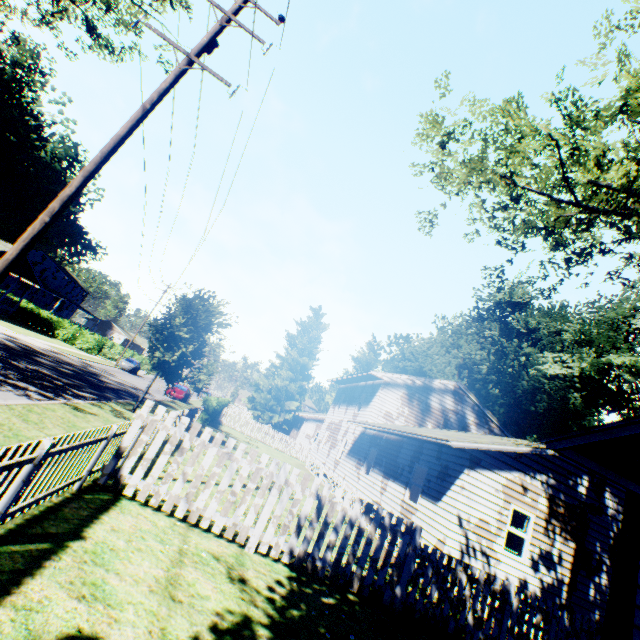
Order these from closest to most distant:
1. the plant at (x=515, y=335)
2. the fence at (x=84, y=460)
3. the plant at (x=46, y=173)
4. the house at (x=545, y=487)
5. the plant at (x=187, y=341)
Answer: the fence at (x=84, y=460)
the house at (x=545, y=487)
the plant at (x=515, y=335)
the plant at (x=187, y=341)
the plant at (x=46, y=173)

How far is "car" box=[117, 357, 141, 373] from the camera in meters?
39.2

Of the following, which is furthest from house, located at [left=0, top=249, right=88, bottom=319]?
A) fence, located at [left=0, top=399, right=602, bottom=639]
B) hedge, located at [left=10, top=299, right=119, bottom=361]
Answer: fence, located at [left=0, top=399, right=602, bottom=639]

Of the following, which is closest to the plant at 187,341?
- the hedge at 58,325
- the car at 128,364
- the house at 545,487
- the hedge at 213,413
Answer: the house at 545,487

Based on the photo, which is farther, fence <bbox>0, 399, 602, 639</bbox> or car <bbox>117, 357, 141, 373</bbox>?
car <bbox>117, 357, 141, 373</bbox>

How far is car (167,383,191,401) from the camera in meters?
32.8

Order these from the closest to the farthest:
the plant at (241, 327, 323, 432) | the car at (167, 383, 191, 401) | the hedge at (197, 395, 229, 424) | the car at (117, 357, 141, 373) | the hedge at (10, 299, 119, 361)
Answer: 1. the hedge at (197, 395, 229, 424)
2. the car at (167, 383, 191, 401)
3. the hedge at (10, 299, 119, 361)
4. the car at (117, 357, 141, 373)
5. the plant at (241, 327, 323, 432)

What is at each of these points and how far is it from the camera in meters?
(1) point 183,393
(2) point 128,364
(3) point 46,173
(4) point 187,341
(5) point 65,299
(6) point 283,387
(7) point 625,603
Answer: (1) car, 33.2
(2) car, 39.6
(3) plant, 54.5
(4) plant, 15.8
(5) house, 51.9
(6) plant, 49.4
(7) plant, 7.1
